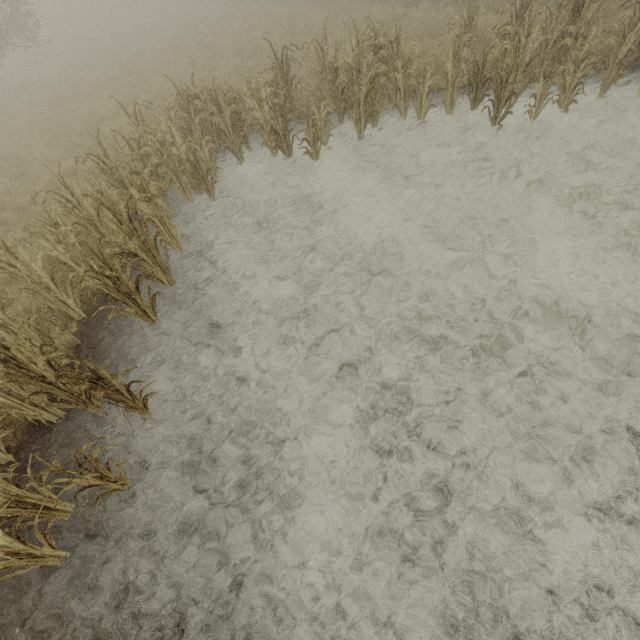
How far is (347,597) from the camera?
3.0m

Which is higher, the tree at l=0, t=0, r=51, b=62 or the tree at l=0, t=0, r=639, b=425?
the tree at l=0, t=0, r=51, b=62

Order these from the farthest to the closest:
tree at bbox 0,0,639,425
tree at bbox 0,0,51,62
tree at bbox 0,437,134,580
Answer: tree at bbox 0,0,51,62
tree at bbox 0,0,639,425
tree at bbox 0,437,134,580

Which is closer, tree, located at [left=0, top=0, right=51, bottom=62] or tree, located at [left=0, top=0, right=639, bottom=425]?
tree, located at [left=0, top=0, right=639, bottom=425]

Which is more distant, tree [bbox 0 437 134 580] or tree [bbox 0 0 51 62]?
tree [bbox 0 0 51 62]

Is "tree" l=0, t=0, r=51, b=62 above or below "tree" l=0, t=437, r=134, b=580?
above

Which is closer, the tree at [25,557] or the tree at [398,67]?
the tree at [25,557]
